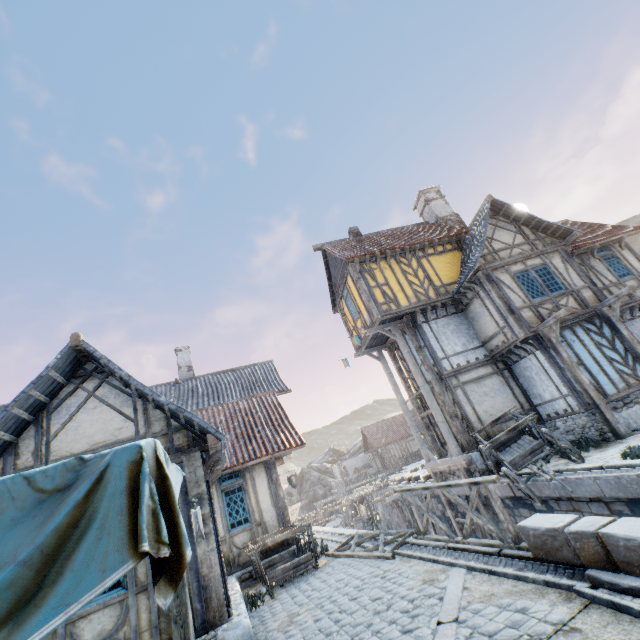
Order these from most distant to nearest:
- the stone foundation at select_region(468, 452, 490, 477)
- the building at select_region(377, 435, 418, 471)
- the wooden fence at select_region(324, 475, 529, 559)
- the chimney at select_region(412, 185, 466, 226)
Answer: Answer:
the building at select_region(377, 435, 418, 471)
the chimney at select_region(412, 185, 466, 226)
the stone foundation at select_region(468, 452, 490, 477)
the wooden fence at select_region(324, 475, 529, 559)

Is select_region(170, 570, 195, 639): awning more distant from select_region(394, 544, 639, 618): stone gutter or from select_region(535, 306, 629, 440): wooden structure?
select_region(535, 306, 629, 440): wooden structure

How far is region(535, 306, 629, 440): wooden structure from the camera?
9.98m

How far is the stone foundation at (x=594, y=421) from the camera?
10.3 meters

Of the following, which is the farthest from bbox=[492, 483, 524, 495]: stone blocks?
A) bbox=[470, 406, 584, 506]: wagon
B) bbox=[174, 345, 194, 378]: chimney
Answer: bbox=[174, 345, 194, 378]: chimney

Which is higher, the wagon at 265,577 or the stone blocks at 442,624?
the wagon at 265,577

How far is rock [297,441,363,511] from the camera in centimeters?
4831cm

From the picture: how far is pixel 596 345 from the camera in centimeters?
1171cm
